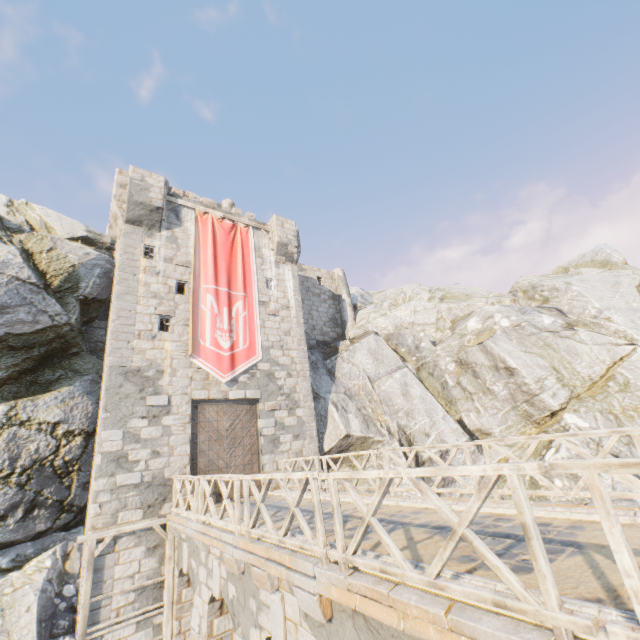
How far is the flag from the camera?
14.1m

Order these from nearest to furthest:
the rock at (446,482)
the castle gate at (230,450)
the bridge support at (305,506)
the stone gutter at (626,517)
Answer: the stone gutter at (626,517) < the bridge support at (305,506) < the castle gate at (230,450) < the rock at (446,482)

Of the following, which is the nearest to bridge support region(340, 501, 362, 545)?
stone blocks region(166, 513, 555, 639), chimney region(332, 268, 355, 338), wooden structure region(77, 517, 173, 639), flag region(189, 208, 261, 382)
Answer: stone blocks region(166, 513, 555, 639)

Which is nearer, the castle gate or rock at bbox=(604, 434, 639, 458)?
the castle gate

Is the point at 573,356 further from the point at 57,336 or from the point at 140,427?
the point at 57,336

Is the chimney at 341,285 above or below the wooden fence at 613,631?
above

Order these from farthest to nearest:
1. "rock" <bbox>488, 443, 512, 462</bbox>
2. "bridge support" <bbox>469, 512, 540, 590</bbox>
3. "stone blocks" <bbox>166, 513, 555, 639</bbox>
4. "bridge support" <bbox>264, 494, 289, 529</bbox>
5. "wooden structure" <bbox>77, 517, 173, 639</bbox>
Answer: "rock" <bbox>488, 443, 512, 462</bbox> → "wooden structure" <bbox>77, 517, 173, 639</bbox> → "bridge support" <bbox>264, 494, 289, 529</bbox> → "bridge support" <bbox>469, 512, 540, 590</bbox> → "stone blocks" <bbox>166, 513, 555, 639</bbox>

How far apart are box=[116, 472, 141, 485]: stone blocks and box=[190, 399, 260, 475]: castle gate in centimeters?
157cm
